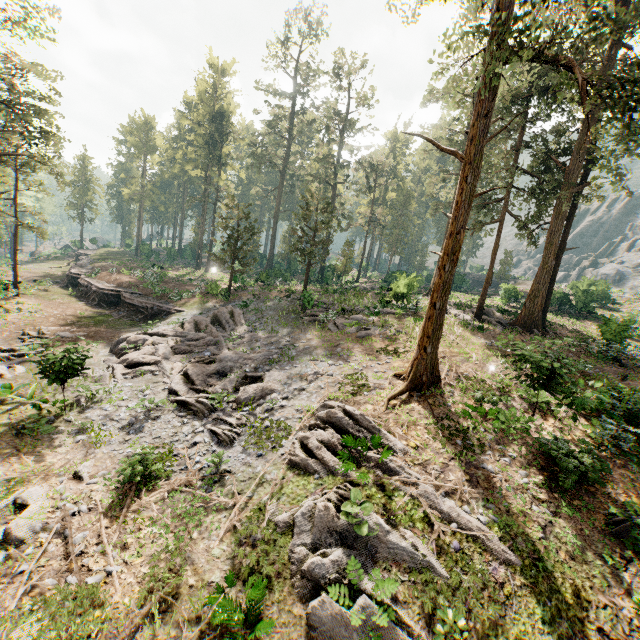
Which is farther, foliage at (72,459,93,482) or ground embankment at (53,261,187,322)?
ground embankment at (53,261,187,322)

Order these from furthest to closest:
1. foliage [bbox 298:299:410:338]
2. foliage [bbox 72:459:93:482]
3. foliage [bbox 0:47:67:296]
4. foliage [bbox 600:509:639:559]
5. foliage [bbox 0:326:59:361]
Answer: foliage [bbox 0:47:67:296] → foliage [bbox 298:299:410:338] → foliage [bbox 0:326:59:361] → foliage [bbox 72:459:93:482] → foliage [bbox 600:509:639:559]

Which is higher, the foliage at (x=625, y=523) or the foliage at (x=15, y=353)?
the foliage at (x=625, y=523)

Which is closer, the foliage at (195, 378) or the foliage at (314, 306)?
the foliage at (195, 378)

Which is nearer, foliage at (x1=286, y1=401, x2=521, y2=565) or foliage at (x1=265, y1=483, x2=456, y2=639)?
foliage at (x1=265, y1=483, x2=456, y2=639)

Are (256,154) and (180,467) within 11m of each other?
no

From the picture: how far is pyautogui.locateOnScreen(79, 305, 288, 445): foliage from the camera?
14.4m
